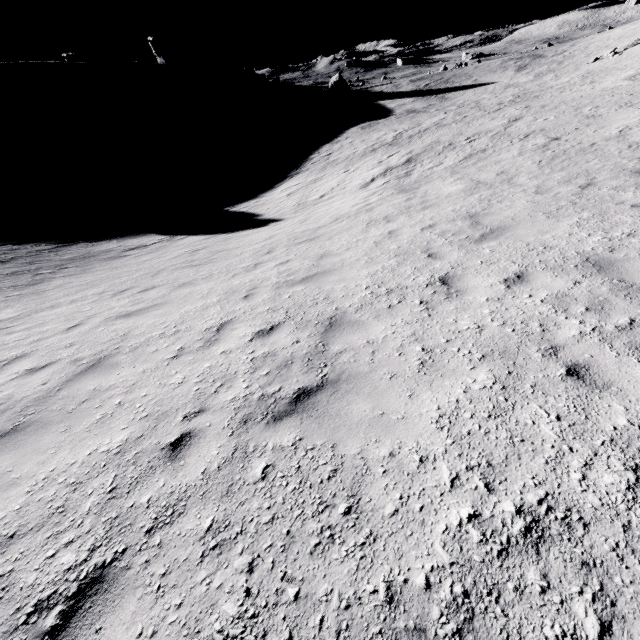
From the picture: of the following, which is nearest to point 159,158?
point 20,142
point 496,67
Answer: point 20,142

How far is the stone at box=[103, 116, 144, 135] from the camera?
57.0 meters

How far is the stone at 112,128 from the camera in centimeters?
5703cm
